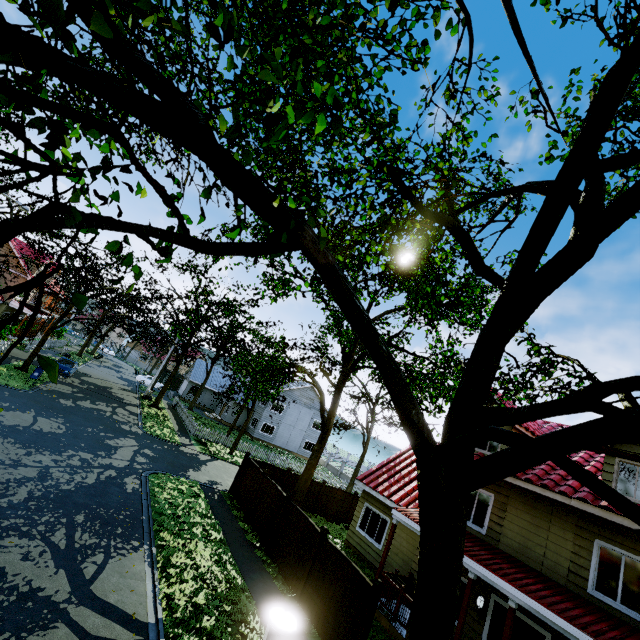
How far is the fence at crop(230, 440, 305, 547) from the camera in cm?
1366

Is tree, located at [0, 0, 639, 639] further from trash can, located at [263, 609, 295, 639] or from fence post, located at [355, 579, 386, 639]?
fence post, located at [355, 579, 386, 639]

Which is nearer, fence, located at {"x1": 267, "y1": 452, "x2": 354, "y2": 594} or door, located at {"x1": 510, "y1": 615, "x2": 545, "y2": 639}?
door, located at {"x1": 510, "y1": 615, "x2": 545, "y2": 639}

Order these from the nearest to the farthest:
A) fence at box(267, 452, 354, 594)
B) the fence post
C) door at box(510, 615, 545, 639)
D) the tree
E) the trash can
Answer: the tree → the trash can → the fence post → door at box(510, 615, 545, 639) → fence at box(267, 452, 354, 594)

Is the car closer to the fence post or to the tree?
the tree

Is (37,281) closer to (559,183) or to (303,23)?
(559,183)

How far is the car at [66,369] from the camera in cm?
2731

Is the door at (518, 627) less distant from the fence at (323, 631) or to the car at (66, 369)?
the fence at (323, 631)
